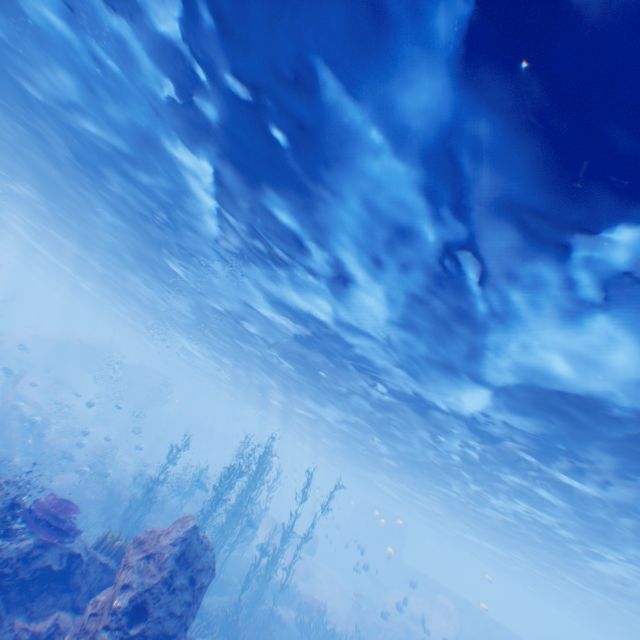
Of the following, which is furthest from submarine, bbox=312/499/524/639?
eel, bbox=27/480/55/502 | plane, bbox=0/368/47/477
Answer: eel, bbox=27/480/55/502

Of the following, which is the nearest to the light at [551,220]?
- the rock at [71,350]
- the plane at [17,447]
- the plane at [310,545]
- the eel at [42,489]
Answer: the rock at [71,350]

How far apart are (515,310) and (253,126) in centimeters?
794cm

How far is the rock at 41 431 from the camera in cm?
1927

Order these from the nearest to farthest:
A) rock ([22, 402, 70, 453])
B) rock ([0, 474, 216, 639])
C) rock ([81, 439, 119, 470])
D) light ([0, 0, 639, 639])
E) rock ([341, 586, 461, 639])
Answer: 1. light ([0, 0, 639, 639])
2. rock ([0, 474, 216, 639])
3. rock ([22, 402, 70, 453])
4. rock ([341, 586, 461, 639])
5. rock ([81, 439, 119, 470])

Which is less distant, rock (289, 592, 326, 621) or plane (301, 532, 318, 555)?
rock (289, 592, 326, 621)

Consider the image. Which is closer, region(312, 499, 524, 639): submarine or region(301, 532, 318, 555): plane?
region(301, 532, 318, 555): plane

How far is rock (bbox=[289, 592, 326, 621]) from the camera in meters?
19.8 m
